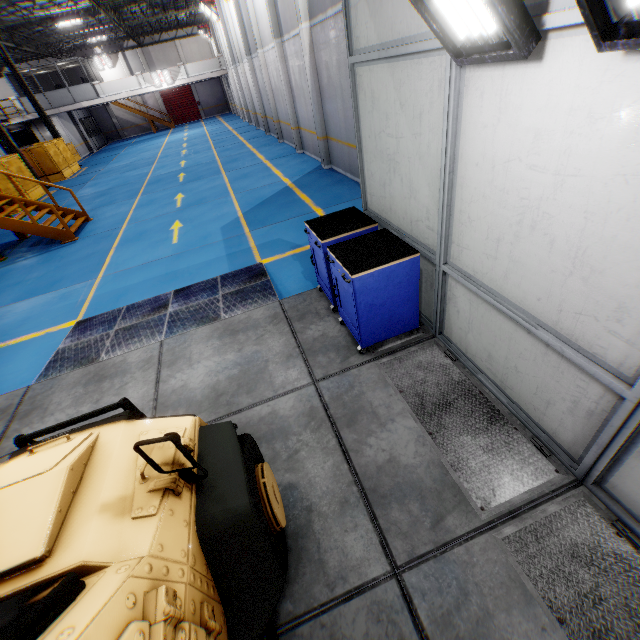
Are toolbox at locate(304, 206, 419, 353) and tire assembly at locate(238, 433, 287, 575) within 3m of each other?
yes

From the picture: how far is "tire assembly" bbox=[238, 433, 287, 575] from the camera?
2.1m

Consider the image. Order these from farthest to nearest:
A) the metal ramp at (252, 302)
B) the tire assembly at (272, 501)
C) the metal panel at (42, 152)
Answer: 1. the metal panel at (42, 152)
2. the metal ramp at (252, 302)
3. the tire assembly at (272, 501)

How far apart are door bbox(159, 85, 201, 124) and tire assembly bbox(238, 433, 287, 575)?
50.5 meters

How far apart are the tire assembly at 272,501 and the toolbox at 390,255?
1.8 meters

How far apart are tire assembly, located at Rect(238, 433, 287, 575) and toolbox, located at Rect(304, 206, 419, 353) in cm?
175

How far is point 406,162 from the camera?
3.5m

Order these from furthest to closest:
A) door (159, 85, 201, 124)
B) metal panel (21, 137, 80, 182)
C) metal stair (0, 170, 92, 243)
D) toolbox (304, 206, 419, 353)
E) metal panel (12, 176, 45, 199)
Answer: door (159, 85, 201, 124) → metal panel (21, 137, 80, 182) → metal panel (12, 176, 45, 199) → metal stair (0, 170, 92, 243) → toolbox (304, 206, 419, 353)
